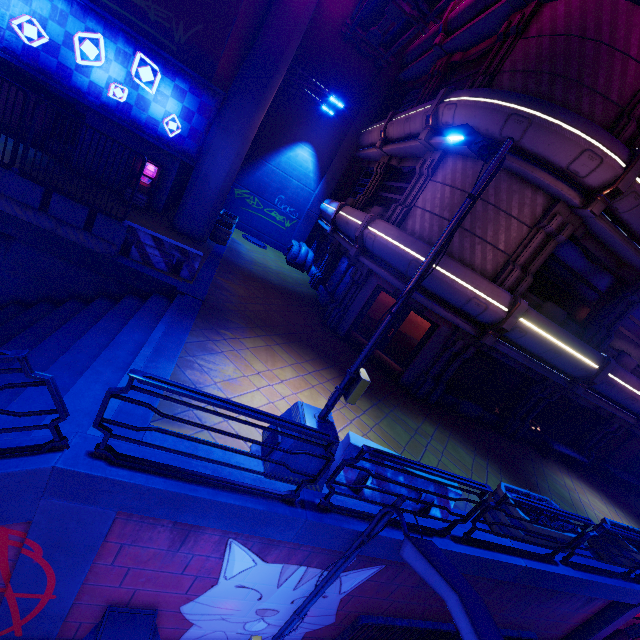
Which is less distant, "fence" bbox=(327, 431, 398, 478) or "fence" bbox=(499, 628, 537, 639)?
"fence" bbox=(327, 431, 398, 478)

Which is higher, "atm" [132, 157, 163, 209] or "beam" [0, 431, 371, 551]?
"atm" [132, 157, 163, 209]

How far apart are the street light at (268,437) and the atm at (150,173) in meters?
→ 12.1 m

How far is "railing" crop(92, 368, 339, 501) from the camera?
3.42m

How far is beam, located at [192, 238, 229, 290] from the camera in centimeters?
1021cm

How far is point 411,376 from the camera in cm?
1187

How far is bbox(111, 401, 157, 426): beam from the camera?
4.6m

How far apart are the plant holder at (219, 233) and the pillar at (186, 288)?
6.3m
